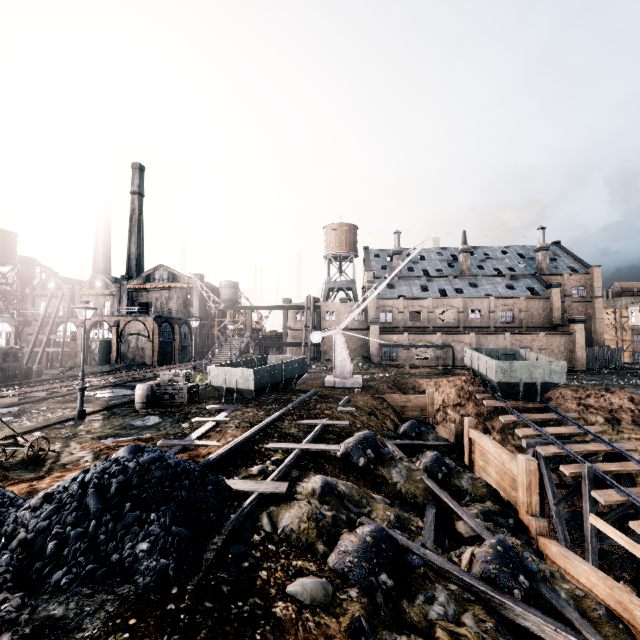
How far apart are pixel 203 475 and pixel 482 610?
6.52m

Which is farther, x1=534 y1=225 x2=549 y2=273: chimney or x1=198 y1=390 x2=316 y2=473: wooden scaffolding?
x1=534 y1=225 x2=549 y2=273: chimney

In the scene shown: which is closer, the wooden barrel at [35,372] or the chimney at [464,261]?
the wooden barrel at [35,372]

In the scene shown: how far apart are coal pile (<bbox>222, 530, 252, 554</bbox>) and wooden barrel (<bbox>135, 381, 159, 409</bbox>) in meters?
13.3 m

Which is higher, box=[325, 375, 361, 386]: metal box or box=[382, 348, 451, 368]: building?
box=[382, 348, 451, 368]: building

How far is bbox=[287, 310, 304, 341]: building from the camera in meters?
52.8

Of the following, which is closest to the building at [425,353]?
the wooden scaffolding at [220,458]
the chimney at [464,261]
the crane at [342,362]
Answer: the chimney at [464,261]

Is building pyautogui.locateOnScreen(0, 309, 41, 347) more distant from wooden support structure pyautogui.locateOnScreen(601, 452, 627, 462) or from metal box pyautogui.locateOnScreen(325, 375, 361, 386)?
wooden support structure pyautogui.locateOnScreen(601, 452, 627, 462)
